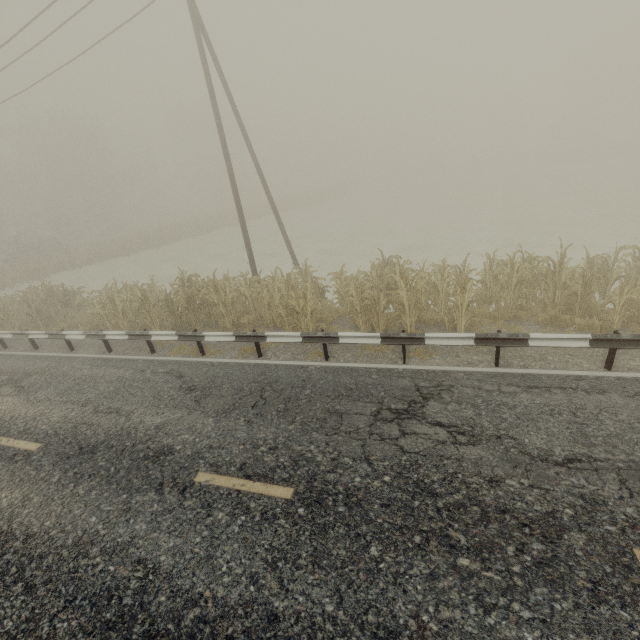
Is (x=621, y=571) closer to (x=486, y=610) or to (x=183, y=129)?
(x=486, y=610)

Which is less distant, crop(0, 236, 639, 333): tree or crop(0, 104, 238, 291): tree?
crop(0, 236, 639, 333): tree

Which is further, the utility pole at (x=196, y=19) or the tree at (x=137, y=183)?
the tree at (x=137, y=183)

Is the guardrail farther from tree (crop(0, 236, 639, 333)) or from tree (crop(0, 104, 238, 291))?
tree (crop(0, 104, 238, 291))

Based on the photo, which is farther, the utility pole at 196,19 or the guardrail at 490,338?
the utility pole at 196,19

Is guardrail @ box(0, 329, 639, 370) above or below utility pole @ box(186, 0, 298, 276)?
below

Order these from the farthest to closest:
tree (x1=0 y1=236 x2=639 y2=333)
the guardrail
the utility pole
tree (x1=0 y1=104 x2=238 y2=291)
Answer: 1. tree (x1=0 y1=104 x2=238 y2=291)
2. the utility pole
3. tree (x1=0 y1=236 x2=639 y2=333)
4. the guardrail

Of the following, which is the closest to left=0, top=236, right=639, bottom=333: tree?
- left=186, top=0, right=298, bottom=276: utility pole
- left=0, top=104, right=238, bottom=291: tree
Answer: left=186, top=0, right=298, bottom=276: utility pole
